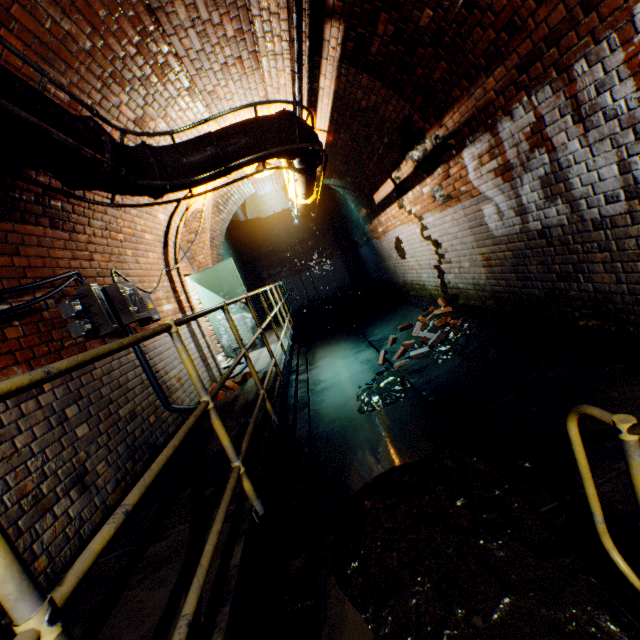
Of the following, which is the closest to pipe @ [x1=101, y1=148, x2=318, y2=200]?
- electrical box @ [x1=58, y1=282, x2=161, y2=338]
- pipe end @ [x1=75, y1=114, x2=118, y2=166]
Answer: pipe end @ [x1=75, y1=114, x2=118, y2=166]

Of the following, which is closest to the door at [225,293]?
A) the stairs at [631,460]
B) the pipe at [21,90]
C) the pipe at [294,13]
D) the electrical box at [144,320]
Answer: the pipe at [294,13]

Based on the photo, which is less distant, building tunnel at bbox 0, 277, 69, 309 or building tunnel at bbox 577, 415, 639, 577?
building tunnel at bbox 577, 415, 639, 577

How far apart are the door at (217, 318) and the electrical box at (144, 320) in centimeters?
375cm

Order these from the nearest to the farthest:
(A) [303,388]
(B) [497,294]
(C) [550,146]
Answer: (C) [550,146]
(B) [497,294]
(A) [303,388]

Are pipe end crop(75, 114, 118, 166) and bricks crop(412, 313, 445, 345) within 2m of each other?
no

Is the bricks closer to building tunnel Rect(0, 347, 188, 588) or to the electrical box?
building tunnel Rect(0, 347, 188, 588)
